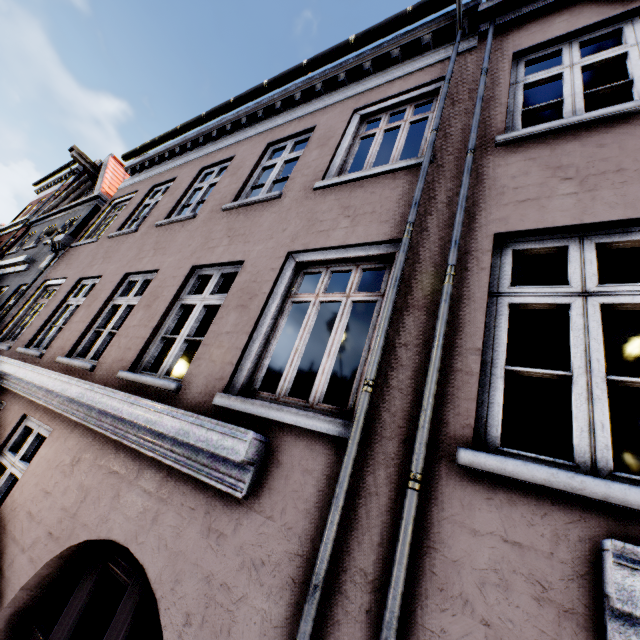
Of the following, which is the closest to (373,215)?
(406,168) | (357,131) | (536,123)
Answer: (406,168)
